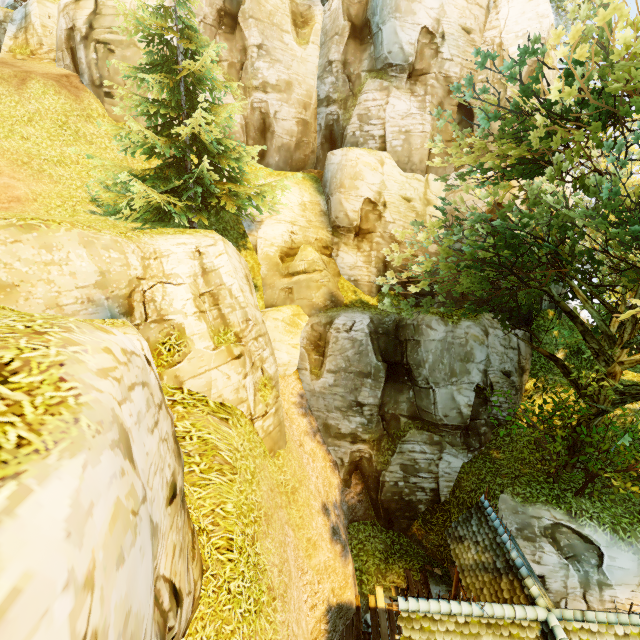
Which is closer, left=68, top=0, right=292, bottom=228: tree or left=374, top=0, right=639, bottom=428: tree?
left=374, top=0, right=639, bottom=428: tree

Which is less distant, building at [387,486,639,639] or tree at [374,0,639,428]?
building at [387,486,639,639]

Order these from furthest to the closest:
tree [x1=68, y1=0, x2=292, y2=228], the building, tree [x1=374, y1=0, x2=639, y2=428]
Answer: tree [x1=68, y1=0, x2=292, y2=228], tree [x1=374, y1=0, x2=639, y2=428], the building

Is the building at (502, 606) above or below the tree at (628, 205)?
below

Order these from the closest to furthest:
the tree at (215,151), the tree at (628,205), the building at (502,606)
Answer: the building at (502,606) < the tree at (628,205) < the tree at (215,151)

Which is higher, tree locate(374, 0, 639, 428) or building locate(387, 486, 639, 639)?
tree locate(374, 0, 639, 428)

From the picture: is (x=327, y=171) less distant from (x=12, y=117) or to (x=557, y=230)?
(x=557, y=230)
